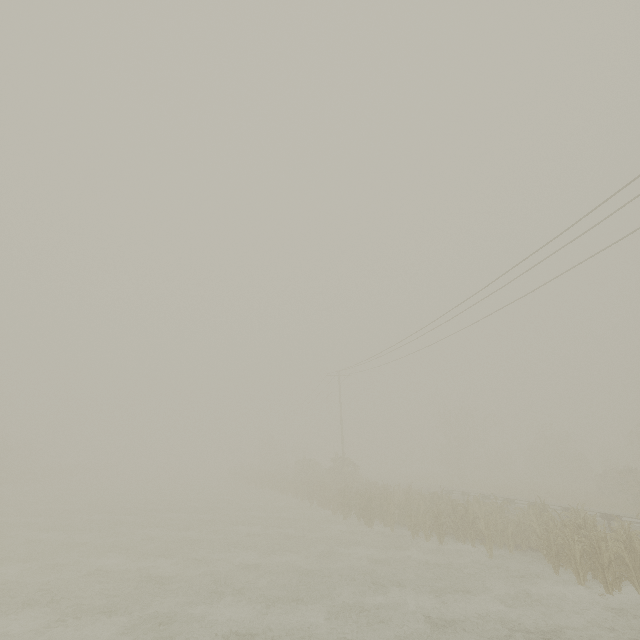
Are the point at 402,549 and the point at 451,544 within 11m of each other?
yes

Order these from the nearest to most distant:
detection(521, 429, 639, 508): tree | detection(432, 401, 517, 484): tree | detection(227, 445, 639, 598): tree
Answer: detection(227, 445, 639, 598): tree < detection(521, 429, 639, 508): tree < detection(432, 401, 517, 484): tree

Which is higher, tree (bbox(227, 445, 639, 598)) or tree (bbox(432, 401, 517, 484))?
tree (bbox(432, 401, 517, 484))

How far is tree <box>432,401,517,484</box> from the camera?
44.88m

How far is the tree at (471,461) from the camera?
44.88m

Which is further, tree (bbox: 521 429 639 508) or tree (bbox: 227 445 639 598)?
tree (bbox: 521 429 639 508)

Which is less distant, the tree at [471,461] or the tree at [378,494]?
the tree at [378,494]
